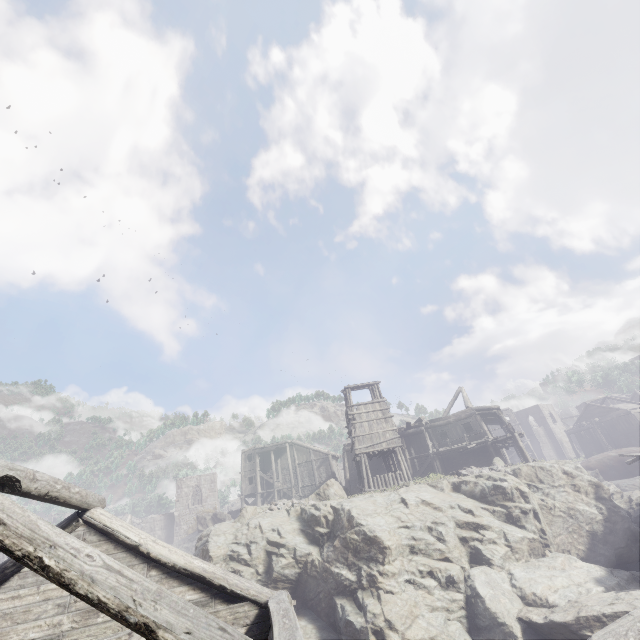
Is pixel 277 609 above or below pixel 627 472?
above

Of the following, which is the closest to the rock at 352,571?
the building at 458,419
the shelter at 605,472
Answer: the building at 458,419

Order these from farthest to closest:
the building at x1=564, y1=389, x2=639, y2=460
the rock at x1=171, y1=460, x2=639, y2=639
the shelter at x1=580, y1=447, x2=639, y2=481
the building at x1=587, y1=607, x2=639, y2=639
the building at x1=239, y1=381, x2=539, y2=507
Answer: the building at x1=564, y1=389, x2=639, y2=460, the shelter at x1=580, y1=447, x2=639, y2=481, the building at x1=239, y1=381, x2=539, y2=507, the rock at x1=171, y1=460, x2=639, y2=639, the building at x1=587, y1=607, x2=639, y2=639

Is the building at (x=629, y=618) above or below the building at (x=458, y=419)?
below

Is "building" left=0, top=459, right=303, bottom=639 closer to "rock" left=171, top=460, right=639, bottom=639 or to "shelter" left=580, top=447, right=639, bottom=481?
"rock" left=171, top=460, right=639, bottom=639

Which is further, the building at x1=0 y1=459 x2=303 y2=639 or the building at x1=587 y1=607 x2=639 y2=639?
the building at x1=587 y1=607 x2=639 y2=639

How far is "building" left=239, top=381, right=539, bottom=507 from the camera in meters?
25.2
